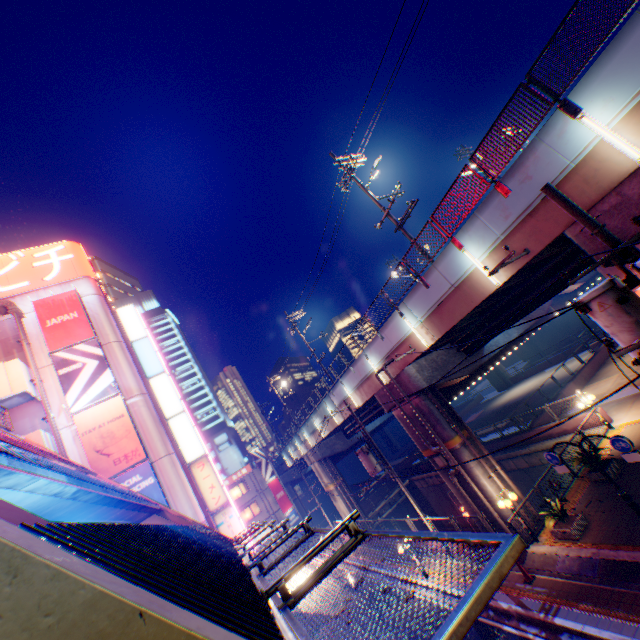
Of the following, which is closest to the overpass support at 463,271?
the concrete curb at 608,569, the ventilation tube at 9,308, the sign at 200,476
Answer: the concrete curb at 608,569

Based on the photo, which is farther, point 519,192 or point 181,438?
point 181,438

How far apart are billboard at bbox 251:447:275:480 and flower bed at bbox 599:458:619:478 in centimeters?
3756cm

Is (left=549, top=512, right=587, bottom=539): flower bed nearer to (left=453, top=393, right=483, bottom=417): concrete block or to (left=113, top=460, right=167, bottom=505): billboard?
(left=453, top=393, right=483, bottom=417): concrete block

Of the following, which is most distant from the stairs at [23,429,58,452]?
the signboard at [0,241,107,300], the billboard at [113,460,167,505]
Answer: the signboard at [0,241,107,300]

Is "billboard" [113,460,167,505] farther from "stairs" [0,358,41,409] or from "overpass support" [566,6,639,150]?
"overpass support" [566,6,639,150]

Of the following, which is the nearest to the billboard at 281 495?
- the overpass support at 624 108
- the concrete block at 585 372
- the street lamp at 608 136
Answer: the overpass support at 624 108

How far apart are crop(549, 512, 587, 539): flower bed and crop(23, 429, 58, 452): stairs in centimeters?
2311cm
